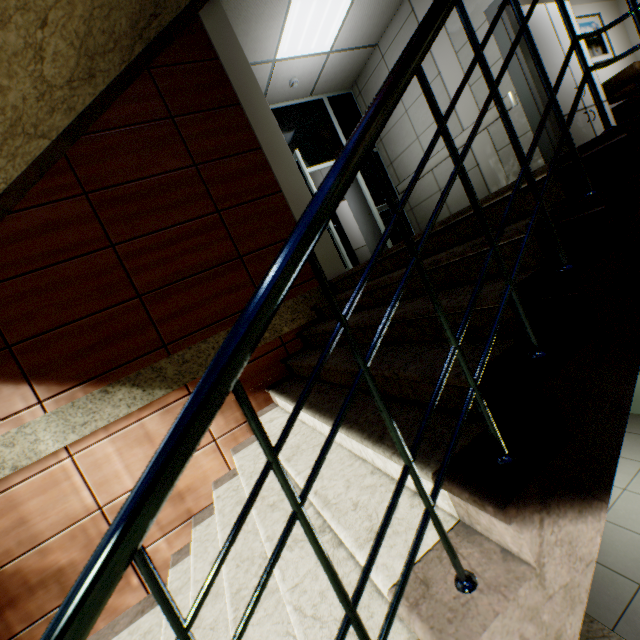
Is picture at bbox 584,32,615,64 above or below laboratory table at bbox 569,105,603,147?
above

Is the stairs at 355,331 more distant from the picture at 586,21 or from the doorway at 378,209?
the picture at 586,21

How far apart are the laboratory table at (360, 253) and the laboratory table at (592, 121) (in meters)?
5.84

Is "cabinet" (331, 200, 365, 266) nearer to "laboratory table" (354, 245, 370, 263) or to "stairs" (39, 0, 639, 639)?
"laboratory table" (354, 245, 370, 263)

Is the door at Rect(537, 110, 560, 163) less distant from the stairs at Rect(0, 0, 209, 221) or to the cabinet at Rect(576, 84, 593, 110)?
the cabinet at Rect(576, 84, 593, 110)

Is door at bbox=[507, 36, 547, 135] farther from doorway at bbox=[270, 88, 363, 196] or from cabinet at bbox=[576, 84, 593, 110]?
doorway at bbox=[270, 88, 363, 196]

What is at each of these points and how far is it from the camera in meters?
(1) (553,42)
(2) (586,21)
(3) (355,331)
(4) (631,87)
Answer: (1) cabinet, 4.3
(2) picture, 5.8
(3) stairs, 2.2
(4) sofa, 5.9

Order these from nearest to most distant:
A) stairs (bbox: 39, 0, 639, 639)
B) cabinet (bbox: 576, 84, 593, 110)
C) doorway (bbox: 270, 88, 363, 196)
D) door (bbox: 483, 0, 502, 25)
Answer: stairs (bbox: 39, 0, 639, 639) < door (bbox: 483, 0, 502, 25) < cabinet (bbox: 576, 84, 593, 110) < doorway (bbox: 270, 88, 363, 196)
